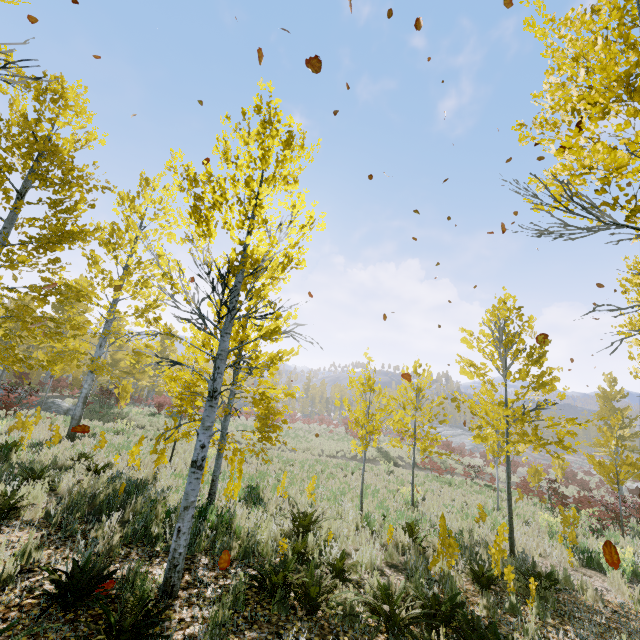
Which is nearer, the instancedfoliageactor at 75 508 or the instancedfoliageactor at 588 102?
the instancedfoliageactor at 588 102

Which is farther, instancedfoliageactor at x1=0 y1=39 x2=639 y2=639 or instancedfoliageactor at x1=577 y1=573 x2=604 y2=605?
instancedfoliageactor at x1=577 y1=573 x2=604 y2=605

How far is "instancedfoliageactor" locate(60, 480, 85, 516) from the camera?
5.9 meters

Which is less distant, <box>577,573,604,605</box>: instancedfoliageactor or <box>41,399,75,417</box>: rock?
<box>577,573,604,605</box>: instancedfoliageactor

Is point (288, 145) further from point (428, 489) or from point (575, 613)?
point (428, 489)

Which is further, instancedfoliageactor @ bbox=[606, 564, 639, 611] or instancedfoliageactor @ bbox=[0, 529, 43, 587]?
instancedfoliageactor @ bbox=[606, 564, 639, 611]

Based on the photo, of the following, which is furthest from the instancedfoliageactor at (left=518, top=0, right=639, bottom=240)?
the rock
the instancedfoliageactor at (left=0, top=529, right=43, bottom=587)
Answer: the rock
